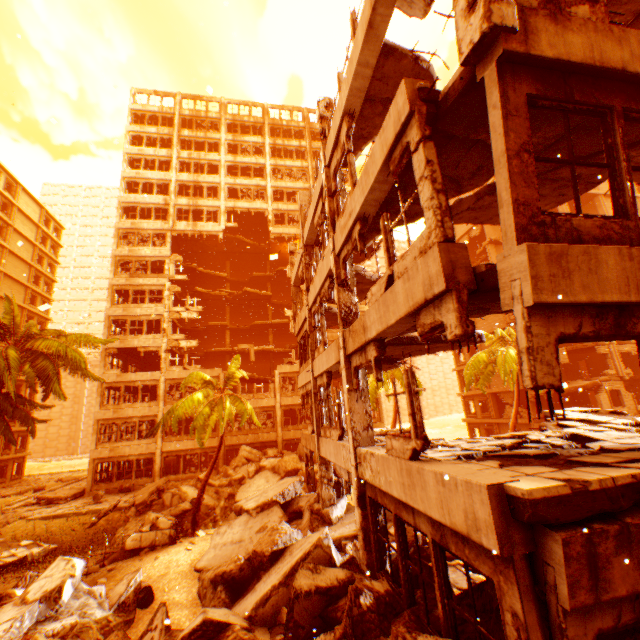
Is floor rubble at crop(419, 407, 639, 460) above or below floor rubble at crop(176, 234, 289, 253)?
below

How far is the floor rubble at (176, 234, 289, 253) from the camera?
35.59m

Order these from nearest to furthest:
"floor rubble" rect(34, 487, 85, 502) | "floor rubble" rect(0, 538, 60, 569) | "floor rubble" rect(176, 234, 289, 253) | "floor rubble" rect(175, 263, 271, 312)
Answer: "floor rubble" rect(0, 538, 60, 569)
"floor rubble" rect(34, 487, 85, 502)
"floor rubble" rect(175, 263, 271, 312)
"floor rubble" rect(176, 234, 289, 253)

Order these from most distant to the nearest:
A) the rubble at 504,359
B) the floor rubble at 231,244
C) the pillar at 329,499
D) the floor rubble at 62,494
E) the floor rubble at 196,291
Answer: the floor rubble at 231,244 < the floor rubble at 196,291 < the floor rubble at 62,494 < the rubble at 504,359 < the pillar at 329,499

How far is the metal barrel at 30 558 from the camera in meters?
14.5 m

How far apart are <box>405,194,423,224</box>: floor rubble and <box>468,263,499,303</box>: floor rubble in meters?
2.5

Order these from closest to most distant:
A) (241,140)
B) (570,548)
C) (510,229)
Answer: (570,548) → (510,229) → (241,140)

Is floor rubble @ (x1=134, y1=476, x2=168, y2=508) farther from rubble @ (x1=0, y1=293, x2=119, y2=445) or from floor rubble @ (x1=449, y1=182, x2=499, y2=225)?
floor rubble @ (x1=449, y1=182, x2=499, y2=225)
